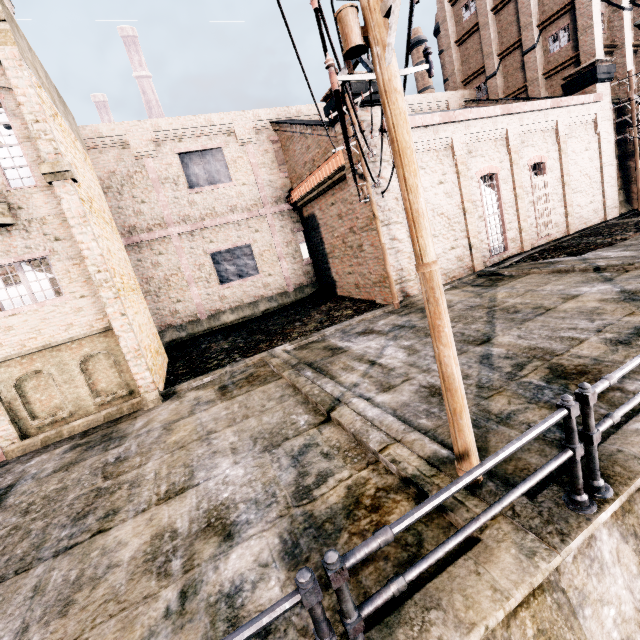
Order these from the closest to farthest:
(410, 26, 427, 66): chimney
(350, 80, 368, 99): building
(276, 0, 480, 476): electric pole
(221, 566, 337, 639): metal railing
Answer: (221, 566, 337, 639): metal railing < (276, 0, 480, 476): electric pole < (350, 80, 368, 99): building < (410, 26, 427, 66): chimney

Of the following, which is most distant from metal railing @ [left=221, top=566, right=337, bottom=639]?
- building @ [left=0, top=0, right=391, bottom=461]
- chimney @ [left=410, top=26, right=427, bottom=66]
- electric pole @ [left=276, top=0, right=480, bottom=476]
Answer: chimney @ [left=410, top=26, right=427, bottom=66]

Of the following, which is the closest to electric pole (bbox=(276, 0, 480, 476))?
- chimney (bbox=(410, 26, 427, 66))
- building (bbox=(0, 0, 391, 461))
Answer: building (bbox=(0, 0, 391, 461))

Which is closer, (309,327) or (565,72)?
(309,327)

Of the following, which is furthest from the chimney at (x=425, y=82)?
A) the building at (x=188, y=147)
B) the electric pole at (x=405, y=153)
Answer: the electric pole at (x=405, y=153)

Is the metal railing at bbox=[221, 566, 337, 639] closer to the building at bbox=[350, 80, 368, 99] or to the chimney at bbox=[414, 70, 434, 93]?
the building at bbox=[350, 80, 368, 99]

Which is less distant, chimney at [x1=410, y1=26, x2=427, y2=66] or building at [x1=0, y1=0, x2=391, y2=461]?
building at [x1=0, y1=0, x2=391, y2=461]

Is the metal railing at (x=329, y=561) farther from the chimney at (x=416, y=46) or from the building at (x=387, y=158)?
the chimney at (x=416, y=46)
